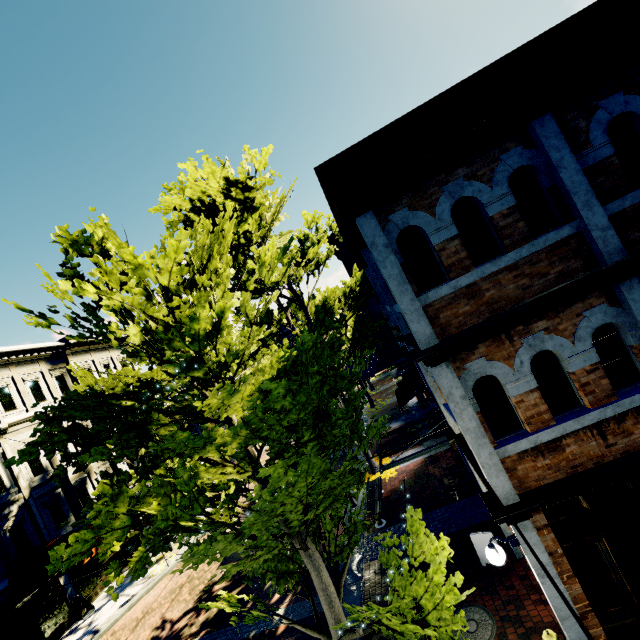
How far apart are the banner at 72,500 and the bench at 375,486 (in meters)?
15.07

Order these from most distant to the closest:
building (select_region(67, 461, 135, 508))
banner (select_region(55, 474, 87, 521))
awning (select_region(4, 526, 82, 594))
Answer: building (select_region(67, 461, 135, 508)), banner (select_region(55, 474, 87, 521)), awning (select_region(4, 526, 82, 594))

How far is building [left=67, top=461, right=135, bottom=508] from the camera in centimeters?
1834cm

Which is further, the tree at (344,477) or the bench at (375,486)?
the bench at (375,486)

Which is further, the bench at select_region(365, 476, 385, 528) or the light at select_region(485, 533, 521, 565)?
the bench at select_region(365, 476, 385, 528)

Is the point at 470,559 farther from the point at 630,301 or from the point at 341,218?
the point at 341,218

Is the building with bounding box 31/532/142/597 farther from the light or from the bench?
the light

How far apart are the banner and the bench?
15.1m
